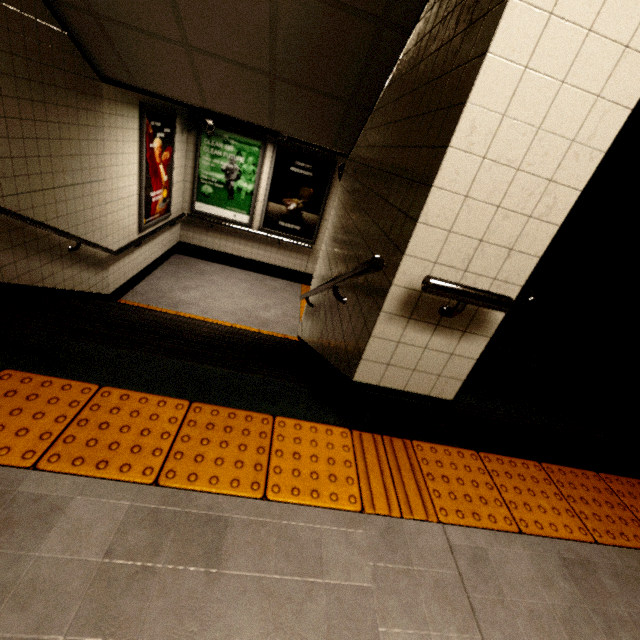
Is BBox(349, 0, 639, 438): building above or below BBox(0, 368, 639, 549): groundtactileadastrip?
above

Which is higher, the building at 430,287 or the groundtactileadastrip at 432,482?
the building at 430,287

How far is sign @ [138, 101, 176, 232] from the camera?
4.59m

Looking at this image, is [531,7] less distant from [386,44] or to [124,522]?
[386,44]

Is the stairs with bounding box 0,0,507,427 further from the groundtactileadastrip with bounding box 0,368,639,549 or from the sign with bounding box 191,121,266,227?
the sign with bounding box 191,121,266,227

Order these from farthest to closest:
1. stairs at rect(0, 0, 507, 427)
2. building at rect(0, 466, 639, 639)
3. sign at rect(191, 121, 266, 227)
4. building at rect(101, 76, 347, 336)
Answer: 1. sign at rect(191, 121, 266, 227)
2. building at rect(101, 76, 347, 336)
3. stairs at rect(0, 0, 507, 427)
4. building at rect(0, 466, 639, 639)

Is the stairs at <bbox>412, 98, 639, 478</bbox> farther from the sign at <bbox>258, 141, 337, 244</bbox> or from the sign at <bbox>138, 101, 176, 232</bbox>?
the sign at <bbox>138, 101, 176, 232</bbox>

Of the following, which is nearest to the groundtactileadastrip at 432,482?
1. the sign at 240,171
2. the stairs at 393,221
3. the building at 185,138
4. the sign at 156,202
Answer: the stairs at 393,221
